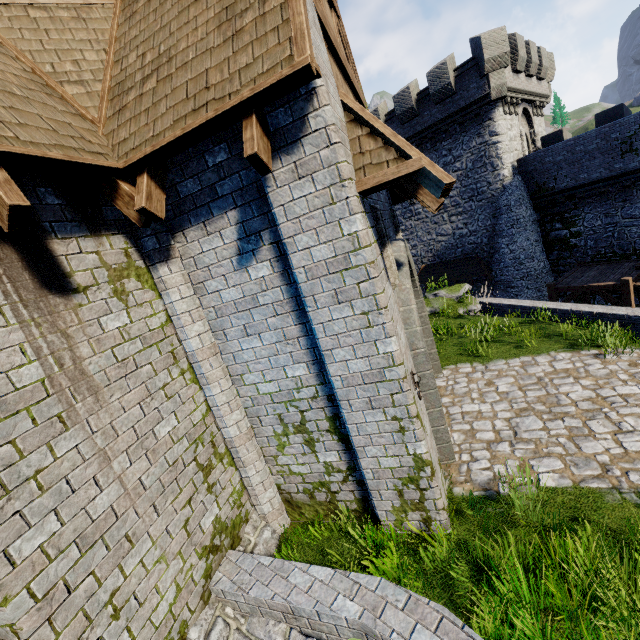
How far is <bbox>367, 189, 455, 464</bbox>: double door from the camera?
5.3 meters

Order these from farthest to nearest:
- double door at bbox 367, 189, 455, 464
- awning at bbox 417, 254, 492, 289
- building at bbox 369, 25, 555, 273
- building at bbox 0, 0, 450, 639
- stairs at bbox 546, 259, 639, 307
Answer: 1. awning at bbox 417, 254, 492, 289
2. building at bbox 369, 25, 555, 273
3. stairs at bbox 546, 259, 639, 307
4. double door at bbox 367, 189, 455, 464
5. building at bbox 0, 0, 450, 639

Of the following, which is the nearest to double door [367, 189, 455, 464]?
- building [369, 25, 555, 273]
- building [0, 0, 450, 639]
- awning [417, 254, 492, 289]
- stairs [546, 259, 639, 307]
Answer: building [0, 0, 450, 639]

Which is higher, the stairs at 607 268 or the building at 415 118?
the building at 415 118

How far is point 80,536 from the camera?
3.1 meters

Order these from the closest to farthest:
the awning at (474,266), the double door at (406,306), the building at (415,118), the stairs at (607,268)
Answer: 1. the double door at (406,306)
2. the stairs at (607,268)
3. the building at (415,118)
4. the awning at (474,266)

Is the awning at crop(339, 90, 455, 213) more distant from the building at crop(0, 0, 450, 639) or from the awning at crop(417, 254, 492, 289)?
the awning at crop(417, 254, 492, 289)

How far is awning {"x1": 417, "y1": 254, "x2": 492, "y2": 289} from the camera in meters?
22.0 m
